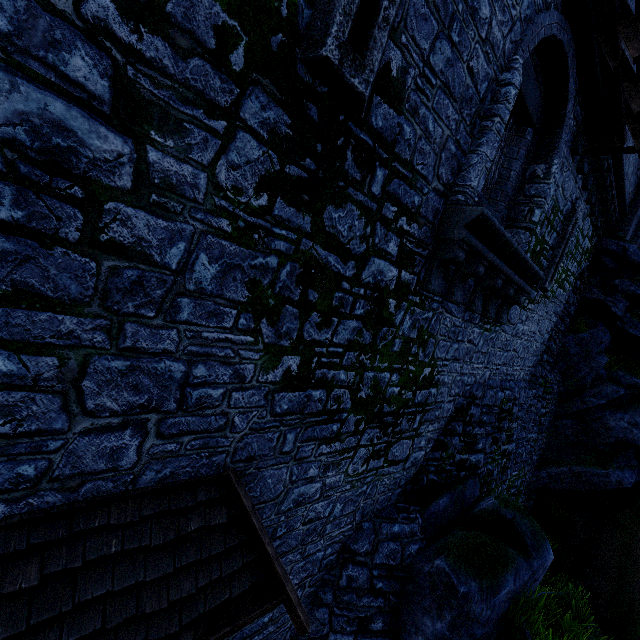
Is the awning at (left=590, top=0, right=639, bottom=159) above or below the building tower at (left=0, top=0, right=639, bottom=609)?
above

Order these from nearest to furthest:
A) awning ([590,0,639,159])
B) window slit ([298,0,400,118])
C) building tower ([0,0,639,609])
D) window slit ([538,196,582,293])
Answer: building tower ([0,0,639,609]) < window slit ([298,0,400,118]) < awning ([590,0,639,159]) < window slit ([538,196,582,293])

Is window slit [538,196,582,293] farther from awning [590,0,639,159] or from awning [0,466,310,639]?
awning [0,466,310,639]

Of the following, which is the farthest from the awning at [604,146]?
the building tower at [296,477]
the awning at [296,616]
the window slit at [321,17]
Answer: the awning at [296,616]

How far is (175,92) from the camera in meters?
2.3 m

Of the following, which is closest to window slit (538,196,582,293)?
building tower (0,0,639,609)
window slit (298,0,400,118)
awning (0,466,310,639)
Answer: building tower (0,0,639,609)

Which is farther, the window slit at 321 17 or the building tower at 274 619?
the building tower at 274 619

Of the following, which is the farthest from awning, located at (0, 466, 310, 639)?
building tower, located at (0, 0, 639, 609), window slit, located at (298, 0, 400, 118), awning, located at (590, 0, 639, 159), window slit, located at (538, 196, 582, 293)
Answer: window slit, located at (538, 196, 582, 293)
